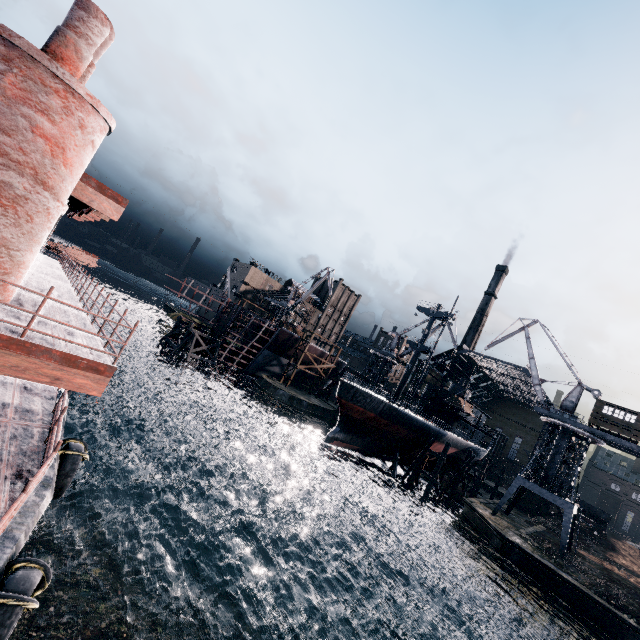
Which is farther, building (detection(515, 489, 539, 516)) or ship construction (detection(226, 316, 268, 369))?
ship construction (detection(226, 316, 268, 369))

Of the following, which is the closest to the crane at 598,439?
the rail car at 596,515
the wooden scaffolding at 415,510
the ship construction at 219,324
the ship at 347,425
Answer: the ship at 347,425

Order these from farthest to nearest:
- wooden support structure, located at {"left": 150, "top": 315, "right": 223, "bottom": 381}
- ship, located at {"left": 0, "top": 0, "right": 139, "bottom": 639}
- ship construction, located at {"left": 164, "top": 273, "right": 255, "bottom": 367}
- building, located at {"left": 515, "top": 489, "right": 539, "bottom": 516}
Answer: building, located at {"left": 515, "top": 489, "right": 539, "bottom": 516}
ship construction, located at {"left": 164, "top": 273, "right": 255, "bottom": 367}
wooden support structure, located at {"left": 150, "top": 315, "right": 223, "bottom": 381}
ship, located at {"left": 0, "top": 0, "right": 139, "bottom": 639}

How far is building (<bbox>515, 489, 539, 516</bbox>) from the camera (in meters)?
55.38

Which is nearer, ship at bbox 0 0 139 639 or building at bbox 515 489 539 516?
ship at bbox 0 0 139 639

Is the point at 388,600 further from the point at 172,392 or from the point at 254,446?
the point at 172,392

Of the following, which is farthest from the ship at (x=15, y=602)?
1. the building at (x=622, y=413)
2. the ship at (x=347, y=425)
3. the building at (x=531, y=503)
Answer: the building at (x=622, y=413)

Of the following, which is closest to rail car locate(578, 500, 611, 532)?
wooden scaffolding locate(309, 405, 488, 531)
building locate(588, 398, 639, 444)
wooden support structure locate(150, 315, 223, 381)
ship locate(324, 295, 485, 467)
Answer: ship locate(324, 295, 485, 467)
